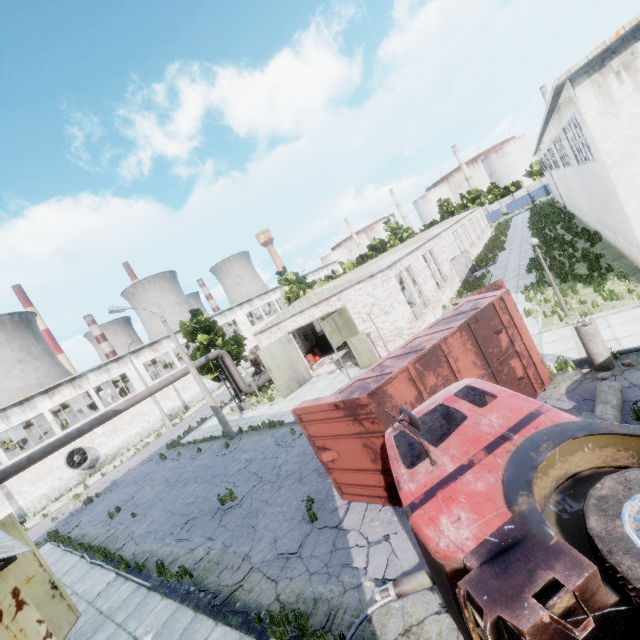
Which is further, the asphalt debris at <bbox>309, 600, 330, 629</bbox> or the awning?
the asphalt debris at <bbox>309, 600, 330, 629</bbox>

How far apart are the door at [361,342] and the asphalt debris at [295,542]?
10.27m

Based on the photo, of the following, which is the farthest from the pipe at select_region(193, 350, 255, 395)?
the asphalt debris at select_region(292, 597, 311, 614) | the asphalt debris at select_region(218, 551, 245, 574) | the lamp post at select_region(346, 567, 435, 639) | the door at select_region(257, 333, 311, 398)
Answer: the lamp post at select_region(346, 567, 435, 639)

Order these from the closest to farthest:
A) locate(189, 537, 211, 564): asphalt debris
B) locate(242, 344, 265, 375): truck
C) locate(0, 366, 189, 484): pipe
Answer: locate(189, 537, 211, 564): asphalt debris
locate(0, 366, 189, 484): pipe
locate(242, 344, 265, 375): truck

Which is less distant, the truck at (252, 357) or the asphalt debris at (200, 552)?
the asphalt debris at (200, 552)

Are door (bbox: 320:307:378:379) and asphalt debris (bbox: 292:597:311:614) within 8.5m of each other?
no

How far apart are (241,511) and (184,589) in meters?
2.7

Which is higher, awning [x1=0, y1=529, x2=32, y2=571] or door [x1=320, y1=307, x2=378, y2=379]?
awning [x1=0, y1=529, x2=32, y2=571]
